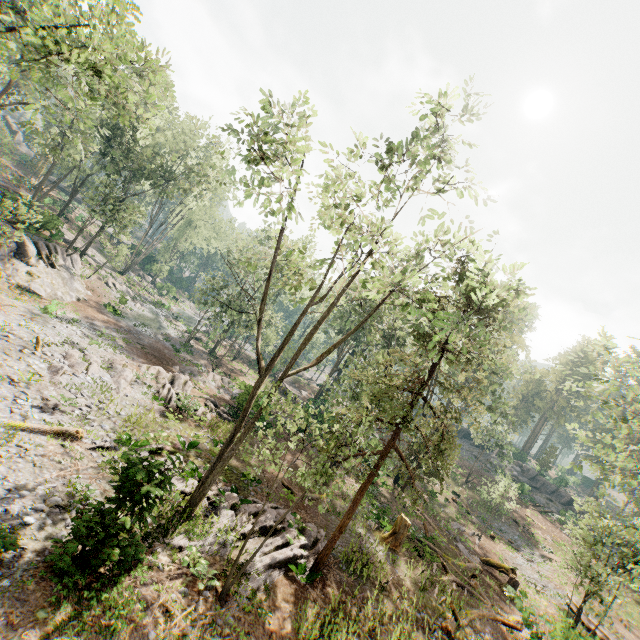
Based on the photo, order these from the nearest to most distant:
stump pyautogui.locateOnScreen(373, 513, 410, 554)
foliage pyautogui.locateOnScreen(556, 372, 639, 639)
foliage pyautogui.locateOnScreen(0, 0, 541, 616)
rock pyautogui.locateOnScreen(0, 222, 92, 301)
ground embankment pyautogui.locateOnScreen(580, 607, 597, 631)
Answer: foliage pyautogui.locateOnScreen(0, 0, 541, 616) → foliage pyautogui.locateOnScreen(556, 372, 639, 639) → stump pyautogui.locateOnScreen(373, 513, 410, 554) → ground embankment pyautogui.locateOnScreen(580, 607, 597, 631) → rock pyautogui.locateOnScreen(0, 222, 92, 301)

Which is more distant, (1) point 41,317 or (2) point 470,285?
(1) point 41,317

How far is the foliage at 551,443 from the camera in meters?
55.8

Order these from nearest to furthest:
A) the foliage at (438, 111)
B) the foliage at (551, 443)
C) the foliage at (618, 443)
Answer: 1. the foliage at (438, 111)
2. the foliage at (618, 443)
3. the foliage at (551, 443)

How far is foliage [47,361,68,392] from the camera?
14.6m

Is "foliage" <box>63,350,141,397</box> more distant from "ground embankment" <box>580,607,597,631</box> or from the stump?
the stump

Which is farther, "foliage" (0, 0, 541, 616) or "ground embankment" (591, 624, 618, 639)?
"ground embankment" (591, 624, 618, 639)
